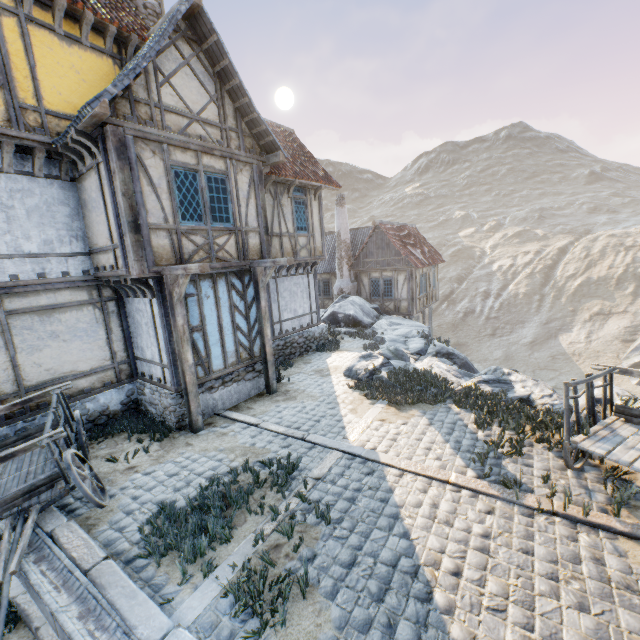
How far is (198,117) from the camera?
7.92m

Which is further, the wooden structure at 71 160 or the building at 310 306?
the building at 310 306

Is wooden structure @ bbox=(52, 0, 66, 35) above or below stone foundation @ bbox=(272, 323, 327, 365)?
above

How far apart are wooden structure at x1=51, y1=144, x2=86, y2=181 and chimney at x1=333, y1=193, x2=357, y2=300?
15.6m

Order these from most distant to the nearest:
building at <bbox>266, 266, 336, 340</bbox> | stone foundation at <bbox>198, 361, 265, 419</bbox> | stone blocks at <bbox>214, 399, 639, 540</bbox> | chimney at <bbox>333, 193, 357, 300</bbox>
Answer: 1. chimney at <bbox>333, 193, 357, 300</bbox>
2. building at <bbox>266, 266, 336, 340</bbox>
3. stone foundation at <bbox>198, 361, 265, 419</bbox>
4. stone blocks at <bbox>214, 399, 639, 540</bbox>

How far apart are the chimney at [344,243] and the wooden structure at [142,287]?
15.0 meters

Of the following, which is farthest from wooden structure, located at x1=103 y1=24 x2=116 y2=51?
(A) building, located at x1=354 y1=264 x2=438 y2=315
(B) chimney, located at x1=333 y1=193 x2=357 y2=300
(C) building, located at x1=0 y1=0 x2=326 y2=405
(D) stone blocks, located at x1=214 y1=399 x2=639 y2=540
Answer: (A) building, located at x1=354 y1=264 x2=438 y2=315

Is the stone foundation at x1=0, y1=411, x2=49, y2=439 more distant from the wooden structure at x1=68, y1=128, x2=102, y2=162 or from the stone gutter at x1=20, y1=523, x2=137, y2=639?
the wooden structure at x1=68, y1=128, x2=102, y2=162
